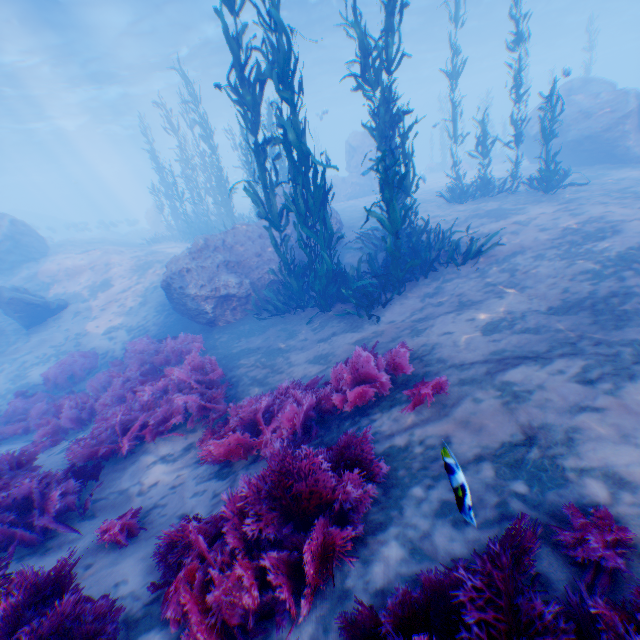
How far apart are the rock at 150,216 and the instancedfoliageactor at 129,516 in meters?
29.9 m

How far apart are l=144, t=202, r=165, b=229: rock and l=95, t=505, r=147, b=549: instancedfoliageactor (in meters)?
29.93

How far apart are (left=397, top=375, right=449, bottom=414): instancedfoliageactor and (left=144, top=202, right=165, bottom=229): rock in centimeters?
3064cm

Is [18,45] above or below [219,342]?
above

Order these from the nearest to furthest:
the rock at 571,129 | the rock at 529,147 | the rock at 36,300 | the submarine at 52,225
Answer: the rock at 36,300 → the rock at 571,129 → the rock at 529,147 → the submarine at 52,225

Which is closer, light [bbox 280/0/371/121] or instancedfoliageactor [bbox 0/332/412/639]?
instancedfoliageactor [bbox 0/332/412/639]

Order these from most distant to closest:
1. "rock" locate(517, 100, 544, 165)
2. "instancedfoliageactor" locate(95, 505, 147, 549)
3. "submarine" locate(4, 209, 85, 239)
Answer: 1. "submarine" locate(4, 209, 85, 239)
2. "rock" locate(517, 100, 544, 165)
3. "instancedfoliageactor" locate(95, 505, 147, 549)

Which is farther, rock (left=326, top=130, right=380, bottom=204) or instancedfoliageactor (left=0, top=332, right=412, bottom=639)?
rock (left=326, top=130, right=380, bottom=204)
